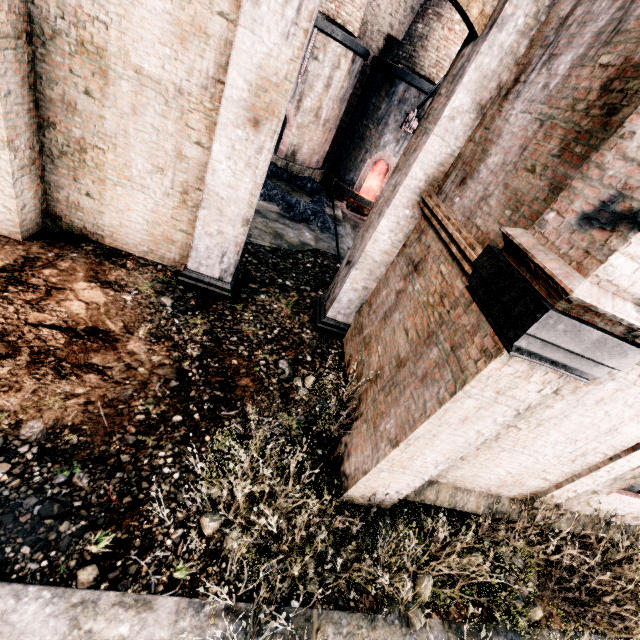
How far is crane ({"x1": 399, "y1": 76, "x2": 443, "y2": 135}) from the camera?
16.2m

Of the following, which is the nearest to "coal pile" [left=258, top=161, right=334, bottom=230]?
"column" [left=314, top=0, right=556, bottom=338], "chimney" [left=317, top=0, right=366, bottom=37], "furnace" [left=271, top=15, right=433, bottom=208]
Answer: "furnace" [left=271, top=15, right=433, bottom=208]

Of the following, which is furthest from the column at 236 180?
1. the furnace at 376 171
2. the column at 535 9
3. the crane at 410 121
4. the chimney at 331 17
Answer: the chimney at 331 17

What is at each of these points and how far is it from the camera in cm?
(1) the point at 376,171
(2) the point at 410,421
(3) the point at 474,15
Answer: (1) furnace, 2148
(2) building, 478
(3) building, 572

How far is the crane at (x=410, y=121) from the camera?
16.2m

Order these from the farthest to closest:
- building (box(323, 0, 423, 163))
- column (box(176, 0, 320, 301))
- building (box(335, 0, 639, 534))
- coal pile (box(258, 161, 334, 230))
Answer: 1. building (box(323, 0, 423, 163))
2. coal pile (box(258, 161, 334, 230))
3. column (box(176, 0, 320, 301))
4. building (box(335, 0, 639, 534))

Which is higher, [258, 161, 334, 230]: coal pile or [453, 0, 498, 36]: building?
[453, 0, 498, 36]: building

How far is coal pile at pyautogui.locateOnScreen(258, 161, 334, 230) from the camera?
15.78m
